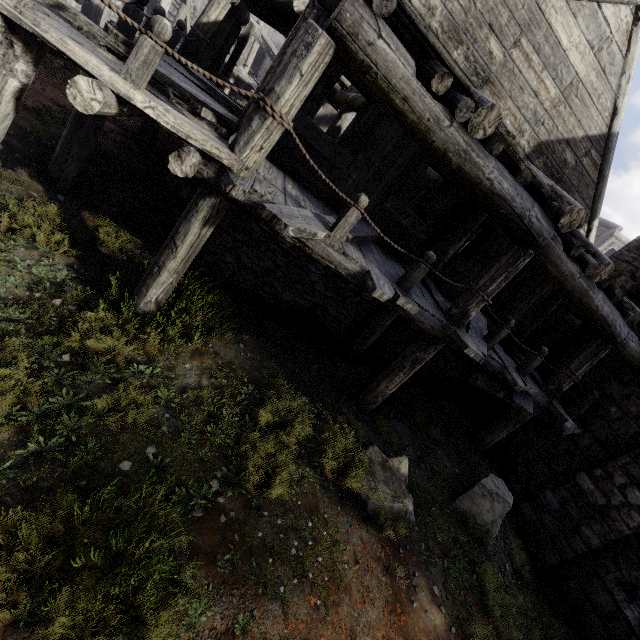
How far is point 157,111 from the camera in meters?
3.4 m
